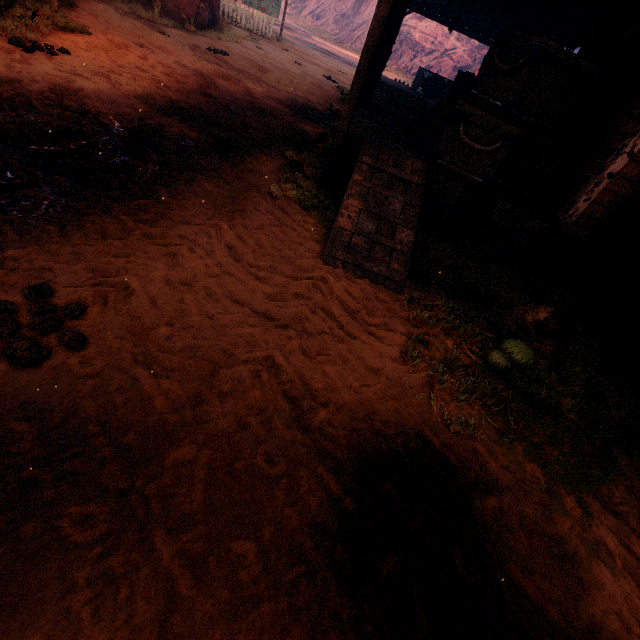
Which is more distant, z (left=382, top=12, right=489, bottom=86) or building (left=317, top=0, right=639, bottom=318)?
z (left=382, top=12, right=489, bottom=86)

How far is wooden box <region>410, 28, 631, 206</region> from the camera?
4.32m

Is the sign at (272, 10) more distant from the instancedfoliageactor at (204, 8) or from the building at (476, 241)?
the building at (476, 241)

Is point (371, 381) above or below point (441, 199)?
below

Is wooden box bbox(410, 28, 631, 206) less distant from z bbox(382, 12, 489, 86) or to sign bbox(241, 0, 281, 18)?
z bbox(382, 12, 489, 86)

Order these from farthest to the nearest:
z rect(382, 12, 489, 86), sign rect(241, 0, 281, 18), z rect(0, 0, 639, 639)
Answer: z rect(382, 12, 489, 86)
sign rect(241, 0, 281, 18)
z rect(0, 0, 639, 639)

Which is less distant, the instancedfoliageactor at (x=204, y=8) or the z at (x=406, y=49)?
the instancedfoliageactor at (x=204, y=8)

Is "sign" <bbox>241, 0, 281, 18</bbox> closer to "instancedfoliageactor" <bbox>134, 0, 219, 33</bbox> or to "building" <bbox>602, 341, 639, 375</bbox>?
"instancedfoliageactor" <bbox>134, 0, 219, 33</bbox>
